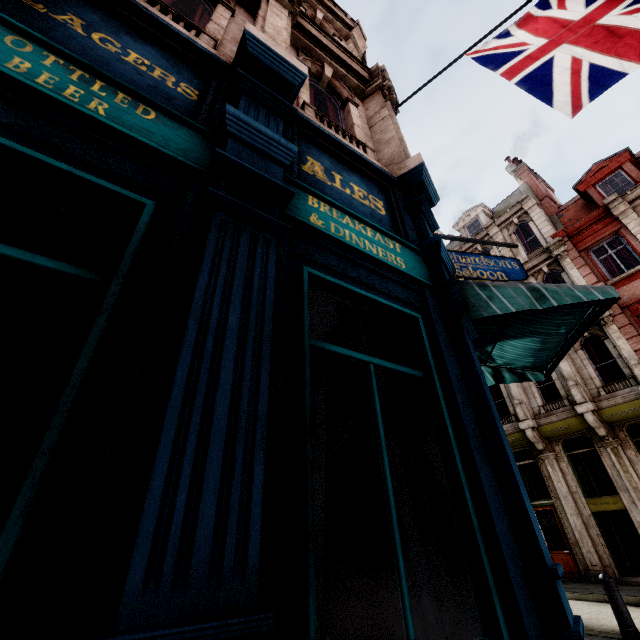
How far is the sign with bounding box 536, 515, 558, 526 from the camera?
14.1m

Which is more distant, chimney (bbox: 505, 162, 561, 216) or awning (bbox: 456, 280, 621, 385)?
chimney (bbox: 505, 162, 561, 216)

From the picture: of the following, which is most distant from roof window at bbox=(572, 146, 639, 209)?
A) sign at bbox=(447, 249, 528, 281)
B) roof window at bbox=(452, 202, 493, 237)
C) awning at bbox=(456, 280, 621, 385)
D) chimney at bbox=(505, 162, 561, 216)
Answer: awning at bbox=(456, 280, 621, 385)

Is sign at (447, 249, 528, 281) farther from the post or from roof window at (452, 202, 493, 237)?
roof window at (452, 202, 493, 237)

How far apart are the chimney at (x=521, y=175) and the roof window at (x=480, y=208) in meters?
2.3 m

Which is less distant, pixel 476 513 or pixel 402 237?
pixel 476 513

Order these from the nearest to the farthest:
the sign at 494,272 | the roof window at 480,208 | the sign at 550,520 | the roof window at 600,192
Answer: the sign at 494,272
the sign at 550,520
the roof window at 600,192
the roof window at 480,208

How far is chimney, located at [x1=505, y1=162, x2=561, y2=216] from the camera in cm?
1989
